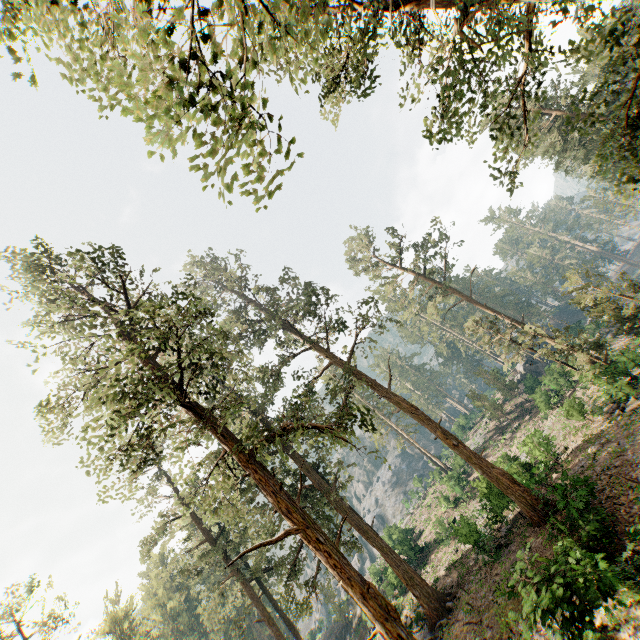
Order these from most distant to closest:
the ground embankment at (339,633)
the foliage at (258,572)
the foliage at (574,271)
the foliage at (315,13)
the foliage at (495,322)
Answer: the ground embankment at (339,633)
the foliage at (495,322)
the foliage at (574,271)
the foliage at (258,572)
the foliage at (315,13)

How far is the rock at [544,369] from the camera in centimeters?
3947cm

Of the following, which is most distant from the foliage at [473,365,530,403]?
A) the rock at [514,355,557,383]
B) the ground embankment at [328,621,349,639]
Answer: the ground embankment at [328,621,349,639]

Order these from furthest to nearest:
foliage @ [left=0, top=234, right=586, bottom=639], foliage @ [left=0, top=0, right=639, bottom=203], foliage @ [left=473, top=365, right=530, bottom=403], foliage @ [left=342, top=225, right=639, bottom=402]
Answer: foliage @ [left=473, top=365, right=530, bottom=403] < foliage @ [left=342, top=225, right=639, bottom=402] < foliage @ [left=0, top=234, right=586, bottom=639] < foliage @ [left=0, top=0, right=639, bottom=203]

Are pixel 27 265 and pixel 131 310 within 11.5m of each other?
no

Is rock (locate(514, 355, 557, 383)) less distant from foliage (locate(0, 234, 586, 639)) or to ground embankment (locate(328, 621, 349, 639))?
foliage (locate(0, 234, 586, 639))
